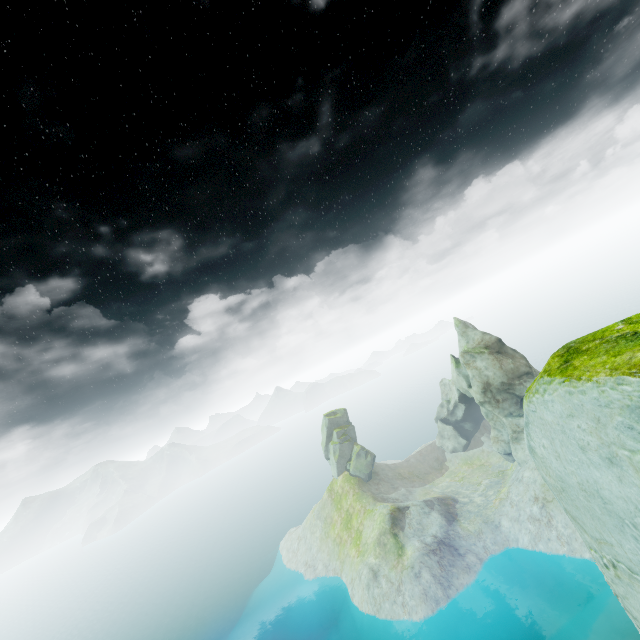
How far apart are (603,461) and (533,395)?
0.6 meters
